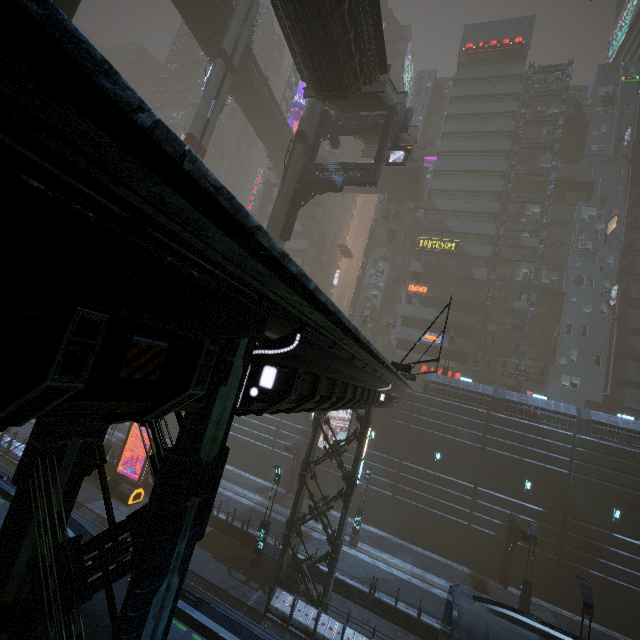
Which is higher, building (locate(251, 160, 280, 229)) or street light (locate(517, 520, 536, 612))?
building (locate(251, 160, 280, 229))

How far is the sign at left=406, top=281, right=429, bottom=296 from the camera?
40.28m

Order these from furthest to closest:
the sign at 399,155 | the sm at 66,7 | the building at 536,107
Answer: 1. the building at 536,107
2. the sign at 399,155
3. the sm at 66,7

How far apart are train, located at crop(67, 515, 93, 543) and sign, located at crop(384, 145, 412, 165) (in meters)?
24.59

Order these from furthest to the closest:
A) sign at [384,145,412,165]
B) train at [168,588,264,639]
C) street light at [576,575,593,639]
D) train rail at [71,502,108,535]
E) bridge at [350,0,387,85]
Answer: sign at [384,145,412,165] < train rail at [71,502,108,535] < bridge at [350,0,387,85] < street light at [576,575,593,639] < train at [168,588,264,639]

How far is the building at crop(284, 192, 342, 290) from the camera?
50.8m

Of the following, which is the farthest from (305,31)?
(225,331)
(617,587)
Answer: (617,587)

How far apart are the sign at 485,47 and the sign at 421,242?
29.16m
